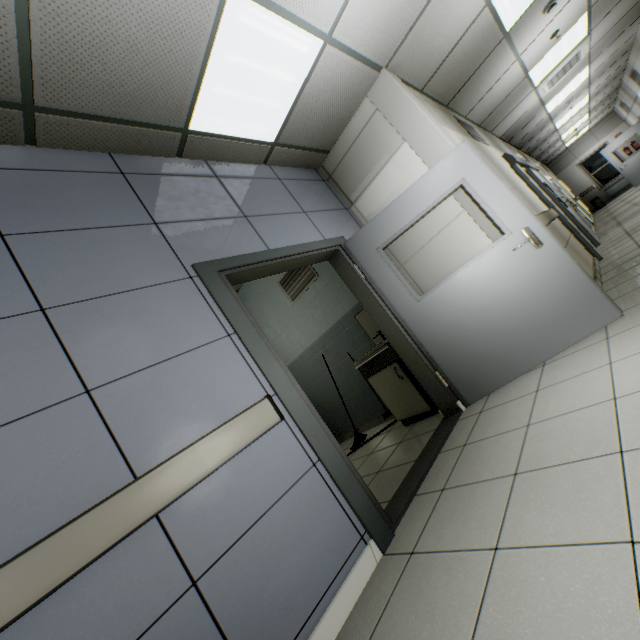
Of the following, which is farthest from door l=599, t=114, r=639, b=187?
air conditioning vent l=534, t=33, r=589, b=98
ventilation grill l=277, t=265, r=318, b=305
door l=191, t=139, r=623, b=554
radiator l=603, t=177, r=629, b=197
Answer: ventilation grill l=277, t=265, r=318, b=305

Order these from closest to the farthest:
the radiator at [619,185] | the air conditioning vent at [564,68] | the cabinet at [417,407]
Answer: the cabinet at [417,407] < the air conditioning vent at [564,68] < the radiator at [619,185]

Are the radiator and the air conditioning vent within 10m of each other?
no

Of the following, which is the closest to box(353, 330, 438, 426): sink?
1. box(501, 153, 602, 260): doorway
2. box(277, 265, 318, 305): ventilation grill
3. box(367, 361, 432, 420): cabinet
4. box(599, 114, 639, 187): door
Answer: box(367, 361, 432, 420): cabinet

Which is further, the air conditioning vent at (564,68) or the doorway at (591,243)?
the air conditioning vent at (564,68)

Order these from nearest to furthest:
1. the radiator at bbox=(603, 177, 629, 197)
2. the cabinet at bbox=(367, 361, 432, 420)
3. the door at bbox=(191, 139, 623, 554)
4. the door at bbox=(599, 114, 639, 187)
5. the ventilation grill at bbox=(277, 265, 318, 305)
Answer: the door at bbox=(191, 139, 623, 554)
the cabinet at bbox=(367, 361, 432, 420)
the ventilation grill at bbox=(277, 265, 318, 305)
the door at bbox=(599, 114, 639, 187)
the radiator at bbox=(603, 177, 629, 197)

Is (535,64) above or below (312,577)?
above

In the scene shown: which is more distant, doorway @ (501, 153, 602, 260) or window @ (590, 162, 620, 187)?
window @ (590, 162, 620, 187)
